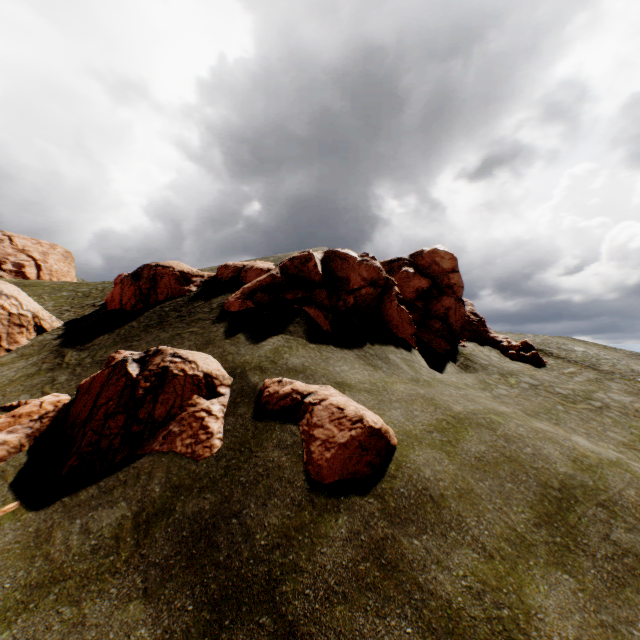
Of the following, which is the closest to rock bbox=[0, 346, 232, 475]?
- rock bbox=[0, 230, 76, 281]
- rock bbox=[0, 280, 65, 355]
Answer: rock bbox=[0, 280, 65, 355]

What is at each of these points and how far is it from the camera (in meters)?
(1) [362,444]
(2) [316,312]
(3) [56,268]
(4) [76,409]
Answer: (1) rock, 8.80
(2) rock, 17.02
(3) rock, 46.59
(4) rock, 11.98

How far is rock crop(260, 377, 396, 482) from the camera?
8.55m

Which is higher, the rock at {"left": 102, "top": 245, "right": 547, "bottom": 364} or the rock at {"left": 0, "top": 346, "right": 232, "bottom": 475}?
the rock at {"left": 102, "top": 245, "right": 547, "bottom": 364}

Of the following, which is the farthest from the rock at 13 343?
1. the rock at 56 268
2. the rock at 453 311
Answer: the rock at 56 268

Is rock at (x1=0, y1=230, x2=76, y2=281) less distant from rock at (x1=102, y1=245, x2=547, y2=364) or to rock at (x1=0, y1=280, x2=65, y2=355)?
rock at (x1=0, y1=280, x2=65, y2=355)

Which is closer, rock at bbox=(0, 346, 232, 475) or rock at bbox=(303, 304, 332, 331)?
rock at bbox=(0, 346, 232, 475)

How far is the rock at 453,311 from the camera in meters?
18.5
